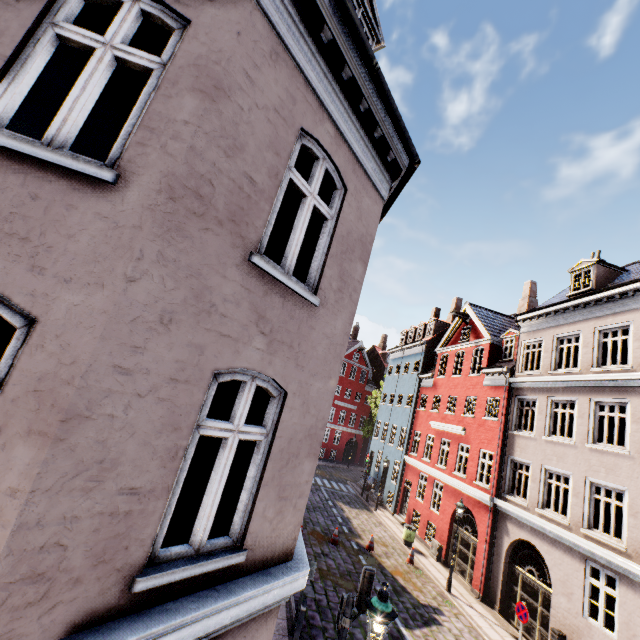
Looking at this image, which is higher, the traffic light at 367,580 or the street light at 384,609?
the street light at 384,609

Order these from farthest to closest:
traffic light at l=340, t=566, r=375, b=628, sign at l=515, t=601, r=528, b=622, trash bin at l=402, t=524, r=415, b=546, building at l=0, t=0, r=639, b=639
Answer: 1. trash bin at l=402, t=524, r=415, b=546
2. sign at l=515, t=601, r=528, b=622
3. traffic light at l=340, t=566, r=375, b=628
4. building at l=0, t=0, r=639, b=639

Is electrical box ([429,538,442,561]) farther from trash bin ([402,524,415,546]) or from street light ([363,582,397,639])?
street light ([363,582,397,639])

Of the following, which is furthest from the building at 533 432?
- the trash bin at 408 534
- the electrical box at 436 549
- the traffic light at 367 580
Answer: the traffic light at 367 580

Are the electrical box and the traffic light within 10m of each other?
no

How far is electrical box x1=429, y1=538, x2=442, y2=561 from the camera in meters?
17.9

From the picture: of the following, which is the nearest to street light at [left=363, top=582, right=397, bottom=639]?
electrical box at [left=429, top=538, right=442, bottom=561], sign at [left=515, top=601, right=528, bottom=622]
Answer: sign at [left=515, top=601, right=528, bottom=622]

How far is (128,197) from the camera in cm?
256
